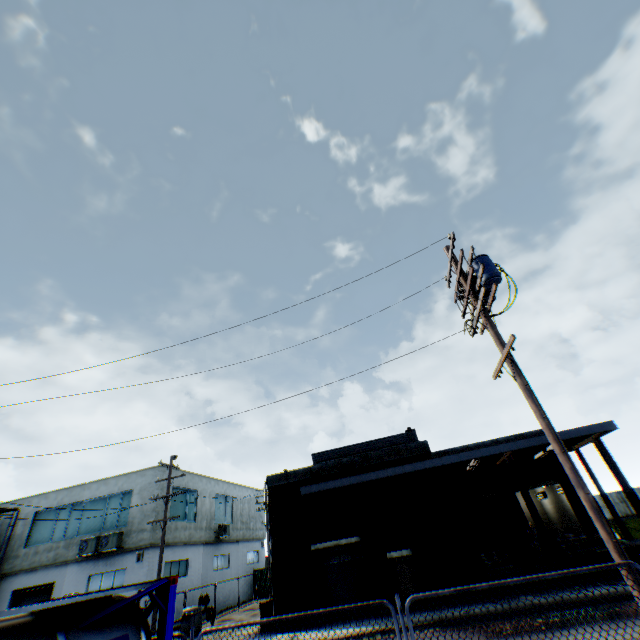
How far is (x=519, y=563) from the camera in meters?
15.7 m

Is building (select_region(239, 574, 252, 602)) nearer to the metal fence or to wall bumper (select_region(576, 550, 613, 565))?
the metal fence

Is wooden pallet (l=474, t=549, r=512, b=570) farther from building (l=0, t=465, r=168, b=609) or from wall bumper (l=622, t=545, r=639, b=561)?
building (l=0, t=465, r=168, b=609)

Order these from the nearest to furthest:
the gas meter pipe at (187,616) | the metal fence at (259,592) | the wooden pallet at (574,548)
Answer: the wooden pallet at (574,548)
the gas meter pipe at (187,616)
the metal fence at (259,592)

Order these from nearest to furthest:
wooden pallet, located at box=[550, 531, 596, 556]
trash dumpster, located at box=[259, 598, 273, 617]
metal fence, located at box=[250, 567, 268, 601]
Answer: wooden pallet, located at box=[550, 531, 596, 556], trash dumpster, located at box=[259, 598, 273, 617], metal fence, located at box=[250, 567, 268, 601]

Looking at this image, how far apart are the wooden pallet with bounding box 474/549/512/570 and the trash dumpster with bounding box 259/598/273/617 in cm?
1044

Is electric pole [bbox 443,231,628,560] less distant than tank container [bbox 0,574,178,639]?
No

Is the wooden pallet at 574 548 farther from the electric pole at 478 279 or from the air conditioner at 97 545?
the air conditioner at 97 545
